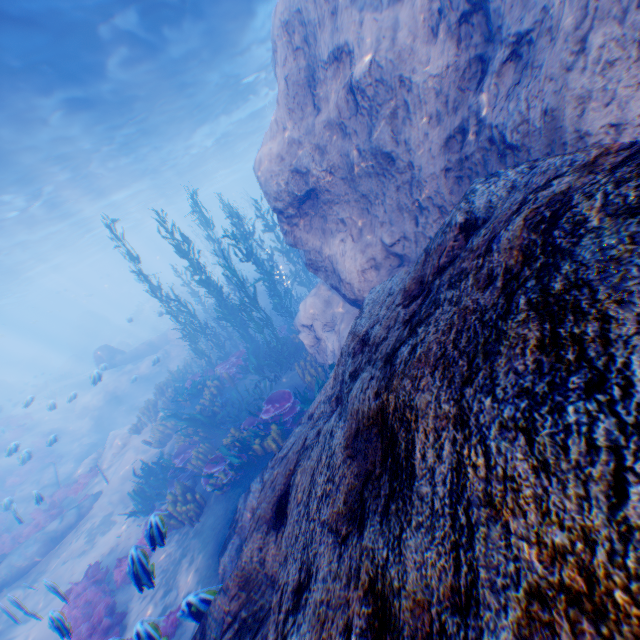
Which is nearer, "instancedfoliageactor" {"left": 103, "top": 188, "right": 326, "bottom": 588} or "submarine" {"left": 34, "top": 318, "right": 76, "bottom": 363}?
"instancedfoliageactor" {"left": 103, "top": 188, "right": 326, "bottom": 588}

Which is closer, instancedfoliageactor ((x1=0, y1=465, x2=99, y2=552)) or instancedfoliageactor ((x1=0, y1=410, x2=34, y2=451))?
instancedfoliageactor ((x1=0, y1=465, x2=99, y2=552))

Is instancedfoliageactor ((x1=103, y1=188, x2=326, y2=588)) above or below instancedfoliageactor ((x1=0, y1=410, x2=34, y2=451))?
below

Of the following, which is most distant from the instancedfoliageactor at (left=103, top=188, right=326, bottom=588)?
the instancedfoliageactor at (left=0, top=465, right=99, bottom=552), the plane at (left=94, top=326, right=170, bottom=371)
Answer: the instancedfoliageactor at (left=0, top=465, right=99, bottom=552)

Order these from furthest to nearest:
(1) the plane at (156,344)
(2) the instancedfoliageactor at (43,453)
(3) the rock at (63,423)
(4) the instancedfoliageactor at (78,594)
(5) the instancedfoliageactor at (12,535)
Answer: (1) the plane at (156,344), (2) the instancedfoliageactor at (43,453), (3) the rock at (63,423), (5) the instancedfoliageactor at (12,535), (4) the instancedfoliageactor at (78,594)

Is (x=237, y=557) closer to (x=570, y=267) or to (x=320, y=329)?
(x=320, y=329)

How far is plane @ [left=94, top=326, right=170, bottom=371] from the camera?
23.0 meters

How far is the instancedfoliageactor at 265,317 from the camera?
8.6m
